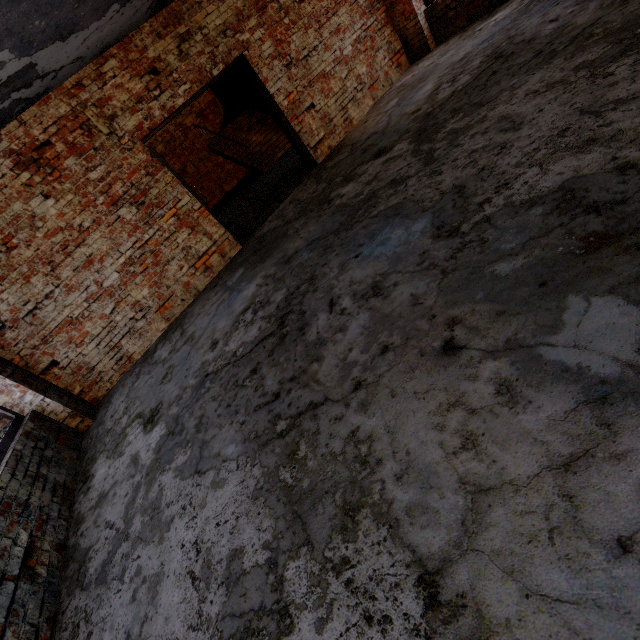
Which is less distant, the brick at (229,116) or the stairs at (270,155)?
the stairs at (270,155)

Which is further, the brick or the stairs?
the brick

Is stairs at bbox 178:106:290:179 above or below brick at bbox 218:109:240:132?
below

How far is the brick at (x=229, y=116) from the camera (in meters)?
13.09

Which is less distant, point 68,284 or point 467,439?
point 467,439

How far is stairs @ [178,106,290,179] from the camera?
11.2m

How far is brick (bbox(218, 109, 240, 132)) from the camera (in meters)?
13.09
